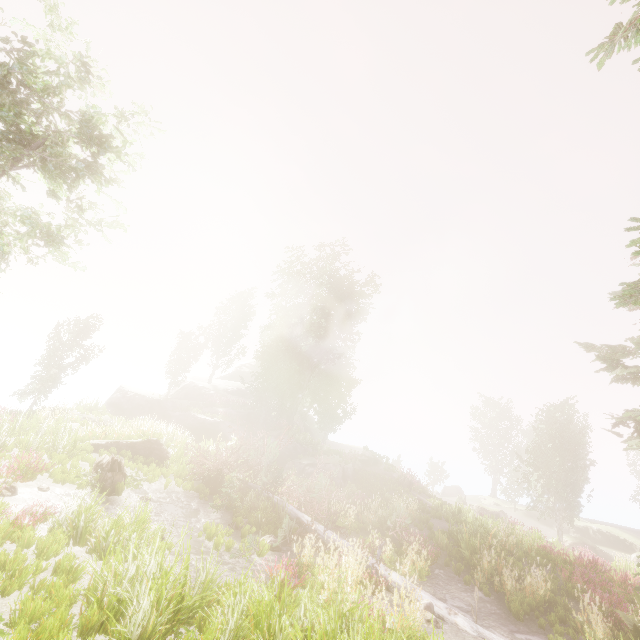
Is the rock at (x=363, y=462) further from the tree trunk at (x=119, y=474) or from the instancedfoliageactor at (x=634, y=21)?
the tree trunk at (x=119, y=474)

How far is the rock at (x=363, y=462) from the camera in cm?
2262

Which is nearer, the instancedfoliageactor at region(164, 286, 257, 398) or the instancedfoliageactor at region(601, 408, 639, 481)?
the instancedfoliageactor at region(601, 408, 639, 481)

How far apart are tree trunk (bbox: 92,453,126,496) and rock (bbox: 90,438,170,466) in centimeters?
348cm

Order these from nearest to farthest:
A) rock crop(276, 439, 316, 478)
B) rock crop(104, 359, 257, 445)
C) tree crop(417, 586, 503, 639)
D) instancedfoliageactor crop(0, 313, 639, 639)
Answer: instancedfoliageactor crop(0, 313, 639, 639) → tree crop(417, 586, 503, 639) → rock crop(276, 439, 316, 478) → rock crop(104, 359, 257, 445)

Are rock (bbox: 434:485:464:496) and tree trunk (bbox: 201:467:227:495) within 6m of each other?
no

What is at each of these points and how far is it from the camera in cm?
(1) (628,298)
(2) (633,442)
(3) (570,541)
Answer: (1) instancedfoliageactor, 325
(2) instancedfoliageactor, 1013
(3) rock, 2845

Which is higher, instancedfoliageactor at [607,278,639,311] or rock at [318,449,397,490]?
instancedfoliageactor at [607,278,639,311]
